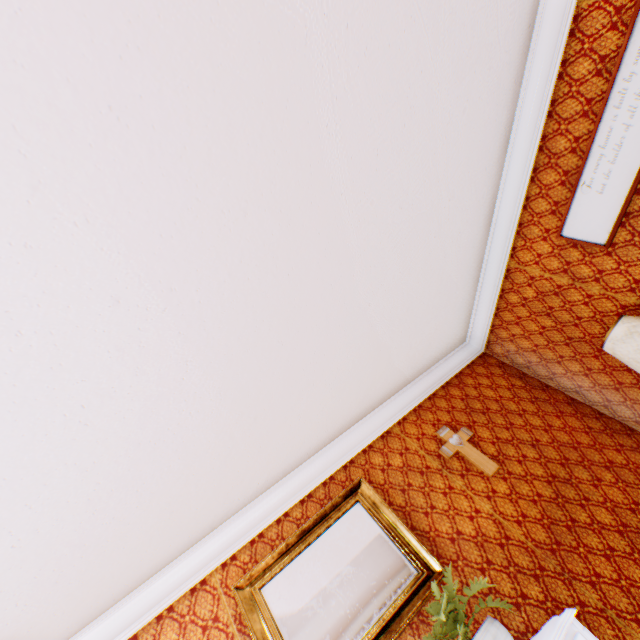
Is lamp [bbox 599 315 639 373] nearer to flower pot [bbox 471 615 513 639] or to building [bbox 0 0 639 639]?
building [bbox 0 0 639 639]

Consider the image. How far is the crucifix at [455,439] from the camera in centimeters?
313cm

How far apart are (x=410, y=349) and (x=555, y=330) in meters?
1.6

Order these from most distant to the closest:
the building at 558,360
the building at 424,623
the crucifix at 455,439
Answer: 1. the crucifix at 455,439
2. the building at 424,623
3. the building at 558,360

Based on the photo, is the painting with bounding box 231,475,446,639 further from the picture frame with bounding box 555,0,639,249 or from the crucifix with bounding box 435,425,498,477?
the picture frame with bounding box 555,0,639,249

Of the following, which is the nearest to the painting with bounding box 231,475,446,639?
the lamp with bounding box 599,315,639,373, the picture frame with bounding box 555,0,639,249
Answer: the lamp with bounding box 599,315,639,373

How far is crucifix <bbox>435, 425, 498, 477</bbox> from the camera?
3.13m

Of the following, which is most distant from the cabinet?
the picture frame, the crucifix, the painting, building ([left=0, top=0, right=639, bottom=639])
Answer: the picture frame
